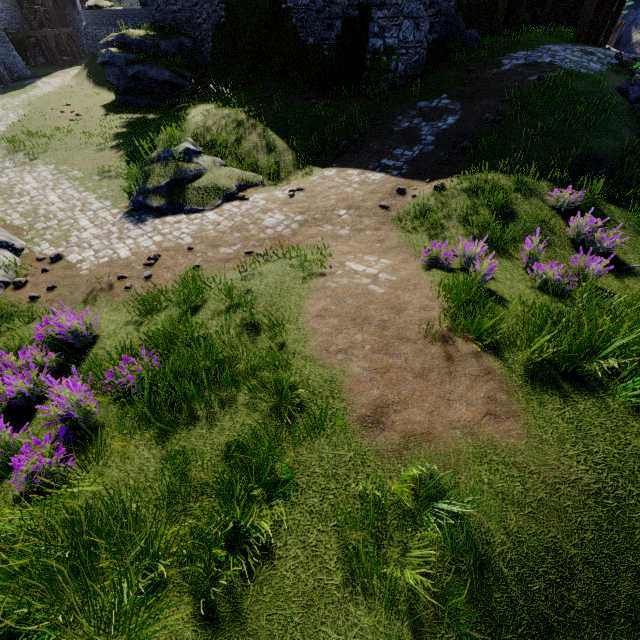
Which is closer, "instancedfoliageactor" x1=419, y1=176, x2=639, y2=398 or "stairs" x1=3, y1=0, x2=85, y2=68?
"instancedfoliageactor" x1=419, y1=176, x2=639, y2=398

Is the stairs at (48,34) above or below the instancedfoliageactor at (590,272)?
above

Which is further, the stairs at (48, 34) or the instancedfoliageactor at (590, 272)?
the stairs at (48, 34)

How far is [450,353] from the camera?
4.6 meters

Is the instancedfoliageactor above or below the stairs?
below
